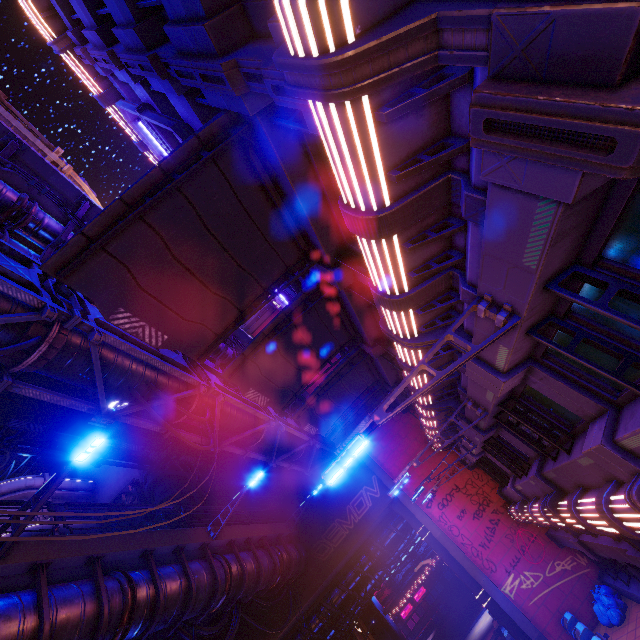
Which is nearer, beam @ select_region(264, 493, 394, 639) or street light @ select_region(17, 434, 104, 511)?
street light @ select_region(17, 434, 104, 511)

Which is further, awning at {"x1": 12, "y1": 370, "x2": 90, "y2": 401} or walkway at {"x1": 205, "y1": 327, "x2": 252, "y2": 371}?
walkway at {"x1": 205, "y1": 327, "x2": 252, "y2": 371}

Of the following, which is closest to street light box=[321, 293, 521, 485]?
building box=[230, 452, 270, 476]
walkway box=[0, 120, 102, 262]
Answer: walkway box=[0, 120, 102, 262]

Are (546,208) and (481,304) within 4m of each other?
yes

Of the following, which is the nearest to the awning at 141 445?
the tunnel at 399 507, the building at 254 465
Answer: the building at 254 465

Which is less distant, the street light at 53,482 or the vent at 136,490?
the street light at 53,482

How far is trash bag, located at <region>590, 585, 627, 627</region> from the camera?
12.5 meters

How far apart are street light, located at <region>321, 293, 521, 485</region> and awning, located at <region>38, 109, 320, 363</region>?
4.5m
